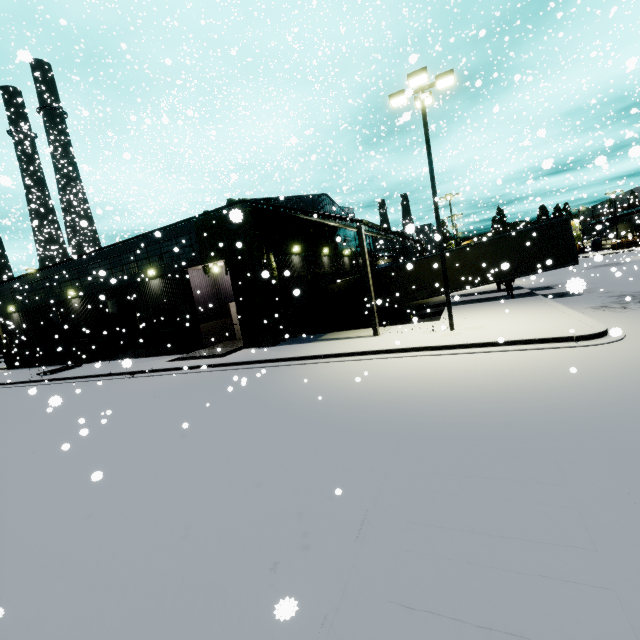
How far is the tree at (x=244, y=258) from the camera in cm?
1678

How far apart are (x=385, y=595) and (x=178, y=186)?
29.58m

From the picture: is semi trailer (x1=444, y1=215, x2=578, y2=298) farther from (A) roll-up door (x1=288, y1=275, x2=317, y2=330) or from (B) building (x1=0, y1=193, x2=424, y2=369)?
(A) roll-up door (x1=288, y1=275, x2=317, y2=330)

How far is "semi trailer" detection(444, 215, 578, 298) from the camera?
18.2 meters

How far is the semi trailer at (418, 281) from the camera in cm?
2123

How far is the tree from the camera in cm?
1678

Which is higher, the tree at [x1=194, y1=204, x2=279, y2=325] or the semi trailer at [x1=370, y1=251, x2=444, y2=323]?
the tree at [x1=194, y1=204, x2=279, y2=325]
